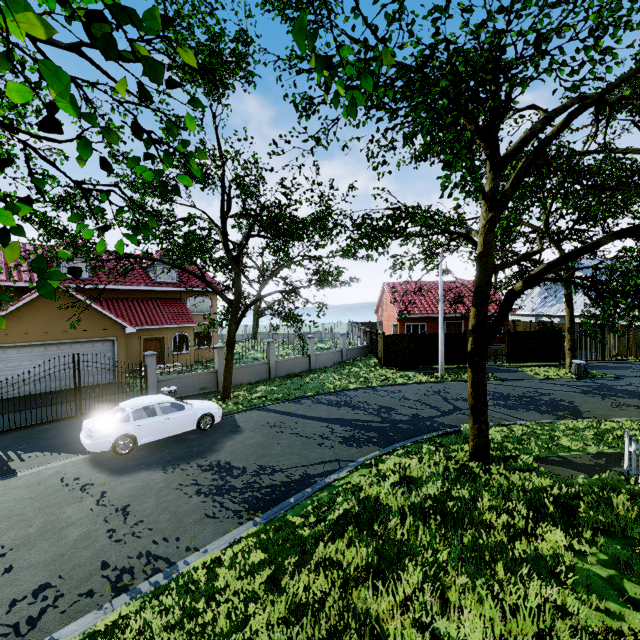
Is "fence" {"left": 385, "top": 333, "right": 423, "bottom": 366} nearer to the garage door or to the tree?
the tree

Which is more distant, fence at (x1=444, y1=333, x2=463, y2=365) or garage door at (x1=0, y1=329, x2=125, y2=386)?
fence at (x1=444, y1=333, x2=463, y2=365)

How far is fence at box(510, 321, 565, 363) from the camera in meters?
23.5 m

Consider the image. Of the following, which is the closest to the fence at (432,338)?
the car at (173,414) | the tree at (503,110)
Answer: the tree at (503,110)

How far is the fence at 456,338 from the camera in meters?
23.4

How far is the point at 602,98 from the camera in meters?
7.3 m

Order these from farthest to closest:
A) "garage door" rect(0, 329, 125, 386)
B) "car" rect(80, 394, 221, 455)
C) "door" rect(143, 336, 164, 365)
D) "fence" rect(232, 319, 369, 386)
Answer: "door" rect(143, 336, 164, 365) < "fence" rect(232, 319, 369, 386) < "garage door" rect(0, 329, 125, 386) < "car" rect(80, 394, 221, 455)
